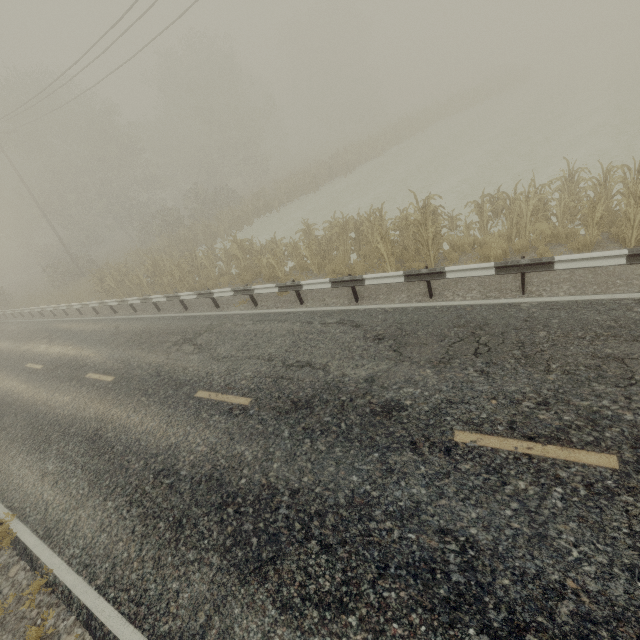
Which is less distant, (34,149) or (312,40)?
(34,149)

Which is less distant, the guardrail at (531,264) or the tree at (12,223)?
the guardrail at (531,264)

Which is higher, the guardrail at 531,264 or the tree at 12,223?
the tree at 12,223

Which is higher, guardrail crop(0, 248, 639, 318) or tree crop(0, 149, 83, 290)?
tree crop(0, 149, 83, 290)

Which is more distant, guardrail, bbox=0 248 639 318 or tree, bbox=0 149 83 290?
tree, bbox=0 149 83 290
